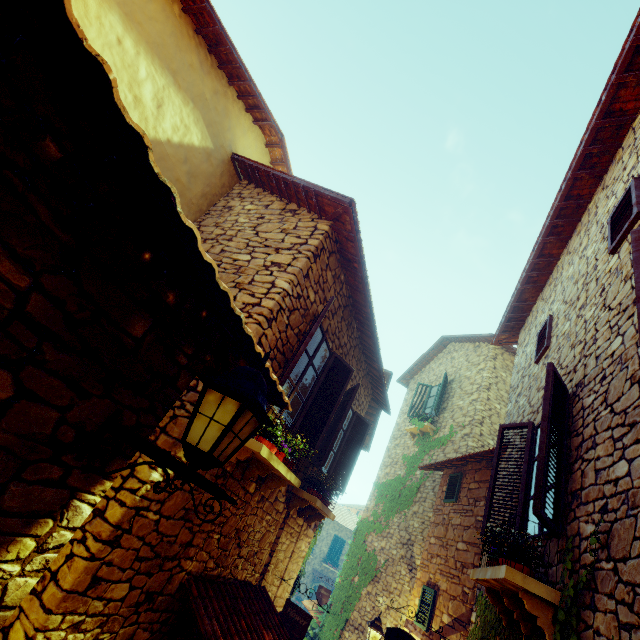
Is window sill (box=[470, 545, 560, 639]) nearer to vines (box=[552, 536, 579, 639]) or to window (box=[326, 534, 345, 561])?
vines (box=[552, 536, 579, 639])

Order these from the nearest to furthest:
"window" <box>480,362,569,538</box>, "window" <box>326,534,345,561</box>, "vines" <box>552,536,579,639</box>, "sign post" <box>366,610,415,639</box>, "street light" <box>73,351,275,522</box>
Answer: "street light" <box>73,351,275,522</box>, "vines" <box>552,536,579,639</box>, "window" <box>480,362,569,538</box>, "sign post" <box>366,610,415,639</box>, "window" <box>326,534,345,561</box>

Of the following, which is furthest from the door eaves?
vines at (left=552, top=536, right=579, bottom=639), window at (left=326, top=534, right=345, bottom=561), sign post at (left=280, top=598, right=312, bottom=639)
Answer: window at (left=326, top=534, right=345, bottom=561)

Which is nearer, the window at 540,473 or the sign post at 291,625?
the window at 540,473

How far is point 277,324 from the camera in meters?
4.1 m

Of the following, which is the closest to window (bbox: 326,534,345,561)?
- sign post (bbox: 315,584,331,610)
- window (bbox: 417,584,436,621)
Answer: sign post (bbox: 315,584,331,610)

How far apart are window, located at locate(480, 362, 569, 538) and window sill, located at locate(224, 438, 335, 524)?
2.6m

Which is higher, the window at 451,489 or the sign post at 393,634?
the window at 451,489
